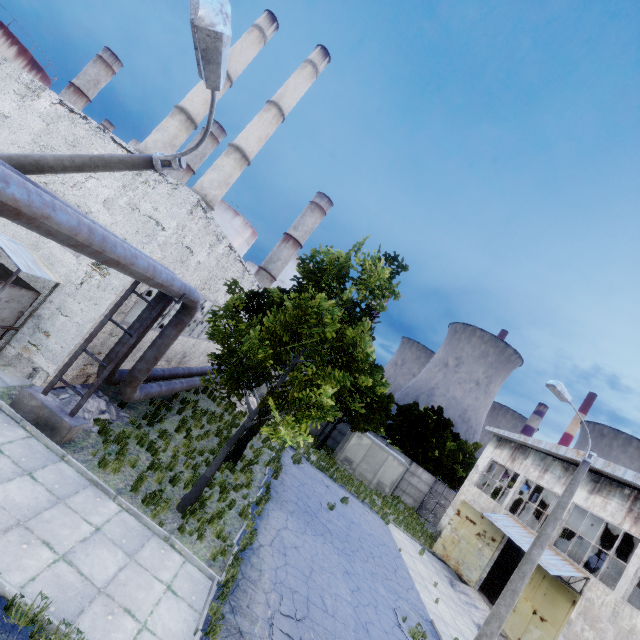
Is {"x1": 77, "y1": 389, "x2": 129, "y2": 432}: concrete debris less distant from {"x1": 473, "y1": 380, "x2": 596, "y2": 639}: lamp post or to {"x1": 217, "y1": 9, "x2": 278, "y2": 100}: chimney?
{"x1": 473, "y1": 380, "x2": 596, "y2": 639}: lamp post

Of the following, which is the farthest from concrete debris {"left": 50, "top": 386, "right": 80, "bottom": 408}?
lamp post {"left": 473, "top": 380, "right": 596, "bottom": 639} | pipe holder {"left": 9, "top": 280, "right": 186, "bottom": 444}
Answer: lamp post {"left": 473, "top": 380, "right": 596, "bottom": 639}

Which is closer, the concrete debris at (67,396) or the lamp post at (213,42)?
the lamp post at (213,42)

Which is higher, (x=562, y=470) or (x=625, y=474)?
(x=625, y=474)

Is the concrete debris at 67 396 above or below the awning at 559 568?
below

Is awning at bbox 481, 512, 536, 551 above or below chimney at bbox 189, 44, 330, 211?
below

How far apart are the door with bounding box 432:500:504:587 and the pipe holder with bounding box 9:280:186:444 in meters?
22.3

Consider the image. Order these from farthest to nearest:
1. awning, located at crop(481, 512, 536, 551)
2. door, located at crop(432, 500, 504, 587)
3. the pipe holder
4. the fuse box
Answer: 1. the fuse box
2. door, located at crop(432, 500, 504, 587)
3. awning, located at crop(481, 512, 536, 551)
4. the pipe holder
